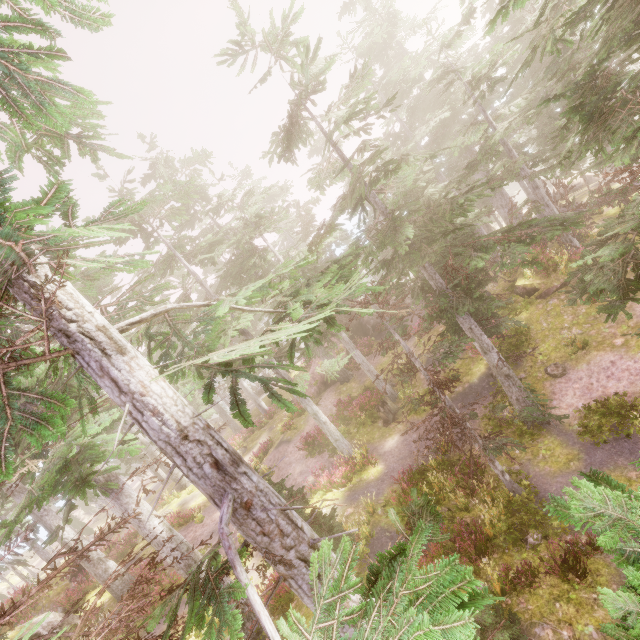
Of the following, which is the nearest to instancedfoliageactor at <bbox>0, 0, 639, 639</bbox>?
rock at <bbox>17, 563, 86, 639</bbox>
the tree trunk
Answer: rock at <bbox>17, 563, 86, 639</bbox>

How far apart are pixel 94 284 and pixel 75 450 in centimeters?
637cm

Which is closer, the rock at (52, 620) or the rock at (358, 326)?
the rock at (52, 620)

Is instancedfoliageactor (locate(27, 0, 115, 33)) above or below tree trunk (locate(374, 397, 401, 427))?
above

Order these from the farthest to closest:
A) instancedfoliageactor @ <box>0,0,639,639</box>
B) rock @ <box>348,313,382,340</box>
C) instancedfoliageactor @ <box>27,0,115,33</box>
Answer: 1. rock @ <box>348,313,382,340</box>
2. instancedfoliageactor @ <box>27,0,115,33</box>
3. instancedfoliageactor @ <box>0,0,639,639</box>

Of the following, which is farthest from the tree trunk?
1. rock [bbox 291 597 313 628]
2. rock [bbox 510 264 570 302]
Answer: rock [bbox 510 264 570 302]

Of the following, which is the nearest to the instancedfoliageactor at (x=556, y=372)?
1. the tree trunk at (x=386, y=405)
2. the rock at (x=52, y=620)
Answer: the rock at (x=52, y=620)

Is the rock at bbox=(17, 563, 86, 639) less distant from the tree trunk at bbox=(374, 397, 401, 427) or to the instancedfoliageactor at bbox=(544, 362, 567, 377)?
the instancedfoliageactor at bbox=(544, 362, 567, 377)
